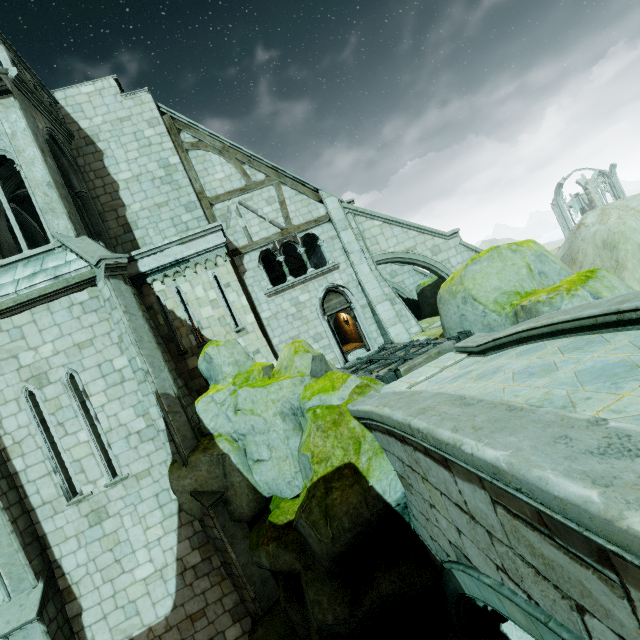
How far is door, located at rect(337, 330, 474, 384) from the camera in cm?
Result: 837

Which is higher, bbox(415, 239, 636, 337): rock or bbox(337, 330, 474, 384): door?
bbox(415, 239, 636, 337): rock

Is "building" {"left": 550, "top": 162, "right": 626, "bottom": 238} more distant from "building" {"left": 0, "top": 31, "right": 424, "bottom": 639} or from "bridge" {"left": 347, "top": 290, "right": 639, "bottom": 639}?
"bridge" {"left": 347, "top": 290, "right": 639, "bottom": 639}

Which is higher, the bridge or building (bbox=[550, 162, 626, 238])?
building (bbox=[550, 162, 626, 238])

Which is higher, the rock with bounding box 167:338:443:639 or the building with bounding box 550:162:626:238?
the building with bounding box 550:162:626:238

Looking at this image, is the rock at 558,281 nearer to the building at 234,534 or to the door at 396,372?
the door at 396,372

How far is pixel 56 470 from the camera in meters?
7.9

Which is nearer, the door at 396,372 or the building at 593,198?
the door at 396,372
